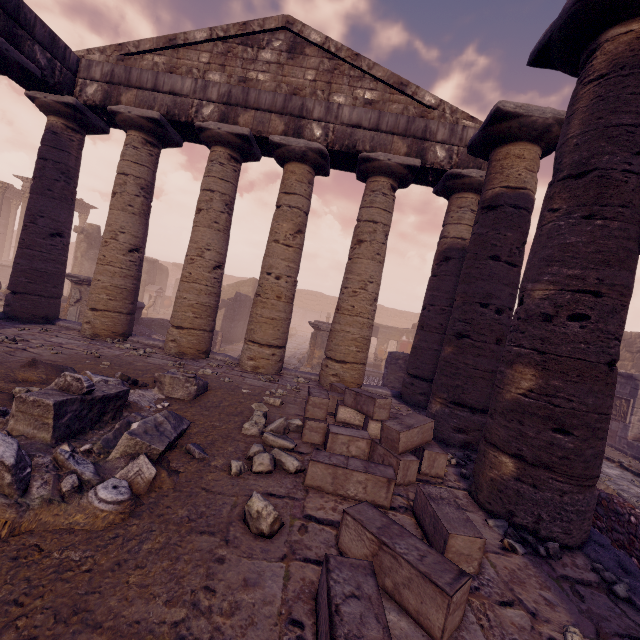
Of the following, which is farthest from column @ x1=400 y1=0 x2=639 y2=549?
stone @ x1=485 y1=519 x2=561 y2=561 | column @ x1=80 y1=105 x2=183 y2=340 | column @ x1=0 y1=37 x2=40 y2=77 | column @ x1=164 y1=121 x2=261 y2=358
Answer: column @ x1=0 y1=37 x2=40 y2=77

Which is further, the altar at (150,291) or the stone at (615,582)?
the altar at (150,291)

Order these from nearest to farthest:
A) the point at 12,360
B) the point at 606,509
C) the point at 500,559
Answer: the point at 500,559 < the point at 606,509 < the point at 12,360

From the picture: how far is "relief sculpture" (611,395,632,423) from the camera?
11.26m

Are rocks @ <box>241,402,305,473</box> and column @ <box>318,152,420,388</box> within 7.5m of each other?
yes

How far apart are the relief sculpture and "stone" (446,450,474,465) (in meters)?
10.61

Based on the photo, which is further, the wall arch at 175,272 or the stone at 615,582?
the wall arch at 175,272

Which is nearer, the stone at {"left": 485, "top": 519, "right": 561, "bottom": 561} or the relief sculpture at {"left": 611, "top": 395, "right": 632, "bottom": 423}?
the stone at {"left": 485, "top": 519, "right": 561, "bottom": 561}
